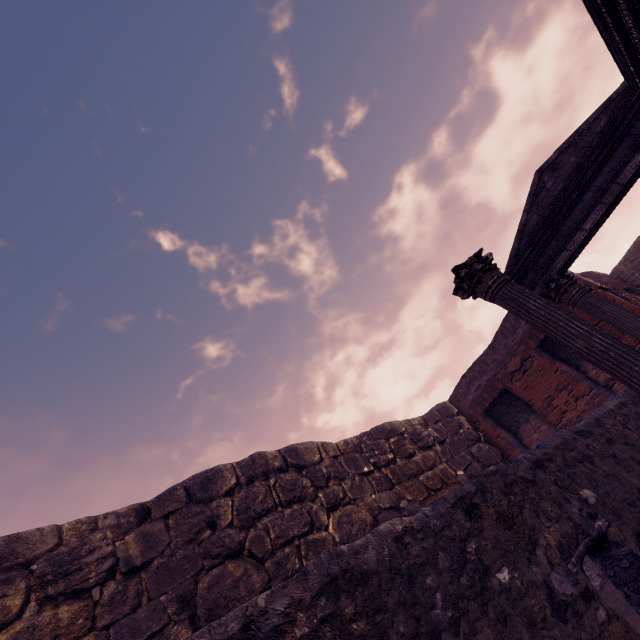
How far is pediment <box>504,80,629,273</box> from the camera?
5.61m

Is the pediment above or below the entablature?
above

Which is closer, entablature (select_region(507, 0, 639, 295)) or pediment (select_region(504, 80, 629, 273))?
entablature (select_region(507, 0, 639, 295))

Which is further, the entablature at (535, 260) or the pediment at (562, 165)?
the pediment at (562, 165)

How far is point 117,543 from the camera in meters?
5.0 m

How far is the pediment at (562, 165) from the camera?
5.61m
